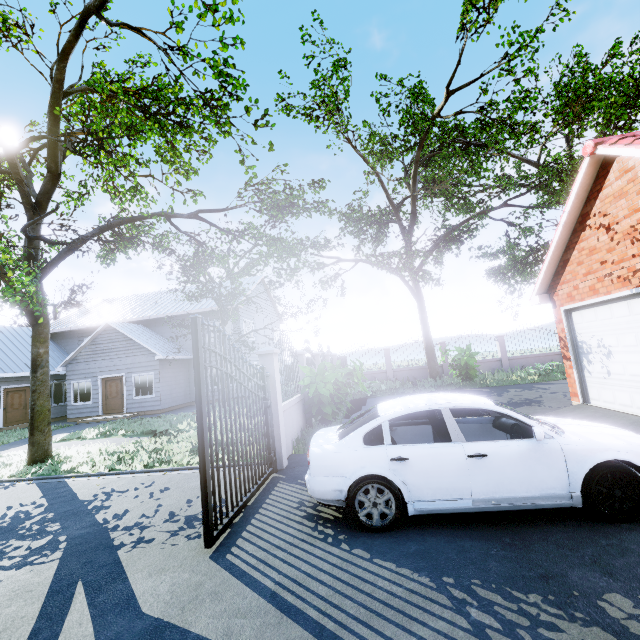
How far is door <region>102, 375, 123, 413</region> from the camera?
18.5 meters

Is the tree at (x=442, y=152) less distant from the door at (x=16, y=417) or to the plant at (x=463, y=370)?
the door at (x=16, y=417)

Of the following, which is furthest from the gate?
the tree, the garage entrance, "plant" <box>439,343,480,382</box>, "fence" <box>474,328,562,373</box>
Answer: "plant" <box>439,343,480,382</box>

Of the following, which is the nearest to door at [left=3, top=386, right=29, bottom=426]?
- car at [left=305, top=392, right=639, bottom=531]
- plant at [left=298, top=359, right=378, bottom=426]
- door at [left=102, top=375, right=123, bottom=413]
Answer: door at [left=102, top=375, right=123, bottom=413]

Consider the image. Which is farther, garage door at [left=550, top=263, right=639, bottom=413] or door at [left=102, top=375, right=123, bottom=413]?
door at [left=102, top=375, right=123, bottom=413]

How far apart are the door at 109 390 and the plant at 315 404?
13.5 meters

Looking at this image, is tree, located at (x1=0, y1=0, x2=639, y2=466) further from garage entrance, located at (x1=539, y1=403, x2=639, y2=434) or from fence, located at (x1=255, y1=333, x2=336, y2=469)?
garage entrance, located at (x1=539, y1=403, x2=639, y2=434)

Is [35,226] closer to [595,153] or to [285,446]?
[285,446]
